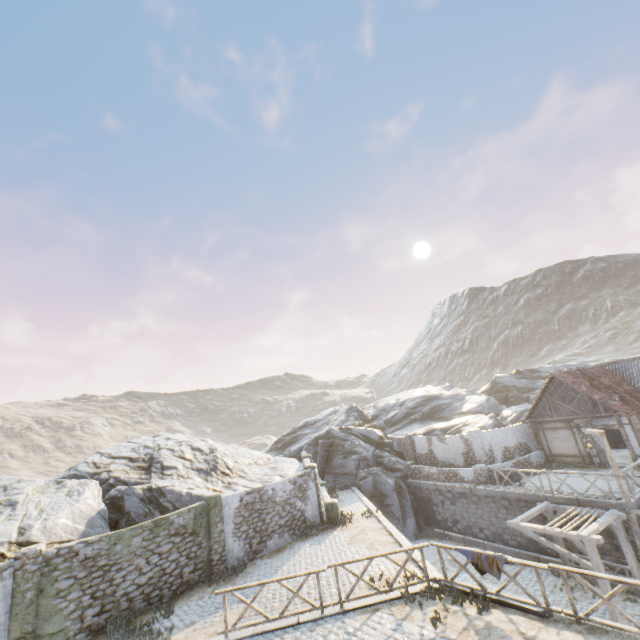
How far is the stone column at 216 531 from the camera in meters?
13.9 m

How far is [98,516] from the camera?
14.77m

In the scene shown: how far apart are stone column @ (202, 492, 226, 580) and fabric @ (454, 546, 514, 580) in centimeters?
987cm

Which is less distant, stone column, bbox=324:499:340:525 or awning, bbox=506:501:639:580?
awning, bbox=506:501:639:580

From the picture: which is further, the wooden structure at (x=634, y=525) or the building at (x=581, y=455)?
the building at (x=581, y=455)

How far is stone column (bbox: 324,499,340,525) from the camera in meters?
17.7 m

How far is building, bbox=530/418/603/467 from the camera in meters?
20.2

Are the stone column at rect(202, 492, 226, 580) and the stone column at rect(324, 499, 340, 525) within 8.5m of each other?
yes
